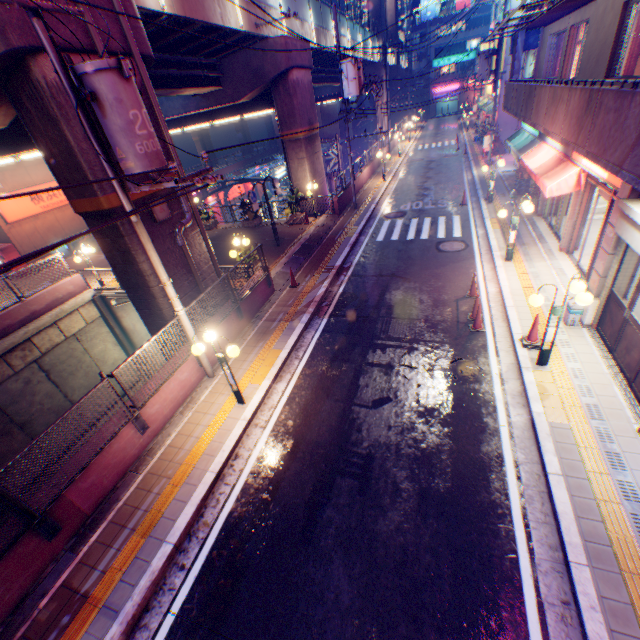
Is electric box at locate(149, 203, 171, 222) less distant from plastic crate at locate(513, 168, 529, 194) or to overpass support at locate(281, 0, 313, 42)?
overpass support at locate(281, 0, 313, 42)

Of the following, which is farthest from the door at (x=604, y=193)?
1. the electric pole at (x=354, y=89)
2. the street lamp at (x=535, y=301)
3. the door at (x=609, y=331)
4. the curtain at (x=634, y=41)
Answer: the electric pole at (x=354, y=89)

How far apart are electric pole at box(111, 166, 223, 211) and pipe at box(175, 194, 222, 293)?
2.21m

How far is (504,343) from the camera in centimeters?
884cm

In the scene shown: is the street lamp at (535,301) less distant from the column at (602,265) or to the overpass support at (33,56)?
the column at (602,265)

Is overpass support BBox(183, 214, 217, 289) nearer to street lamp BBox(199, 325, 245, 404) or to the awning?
street lamp BBox(199, 325, 245, 404)

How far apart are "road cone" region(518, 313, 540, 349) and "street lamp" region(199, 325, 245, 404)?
7.1m

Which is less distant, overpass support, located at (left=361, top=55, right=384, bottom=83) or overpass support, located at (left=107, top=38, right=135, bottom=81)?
overpass support, located at (left=107, top=38, right=135, bottom=81)
